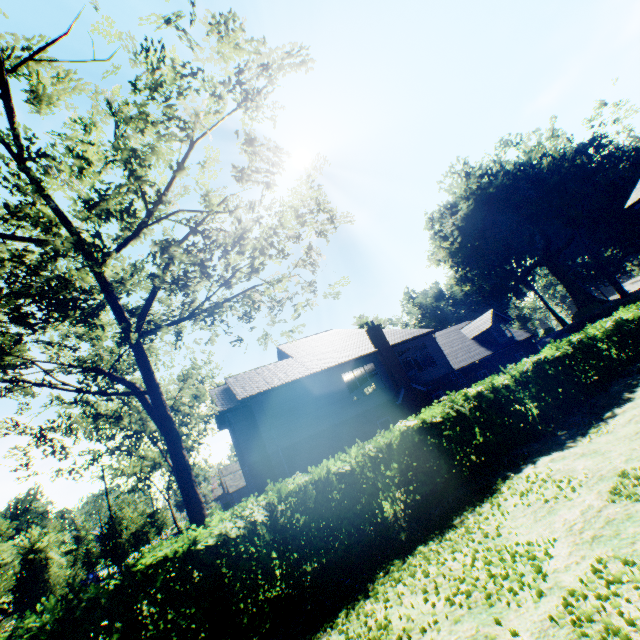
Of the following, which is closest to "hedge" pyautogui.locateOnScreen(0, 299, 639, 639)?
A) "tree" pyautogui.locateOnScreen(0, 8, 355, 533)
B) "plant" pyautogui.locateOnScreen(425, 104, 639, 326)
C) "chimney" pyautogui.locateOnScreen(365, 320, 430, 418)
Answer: "tree" pyautogui.locateOnScreen(0, 8, 355, 533)

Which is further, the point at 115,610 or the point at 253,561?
the point at 253,561

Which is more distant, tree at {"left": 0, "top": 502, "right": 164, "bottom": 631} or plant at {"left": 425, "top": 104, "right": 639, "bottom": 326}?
plant at {"left": 425, "top": 104, "right": 639, "bottom": 326}

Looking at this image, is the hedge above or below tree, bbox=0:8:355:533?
below

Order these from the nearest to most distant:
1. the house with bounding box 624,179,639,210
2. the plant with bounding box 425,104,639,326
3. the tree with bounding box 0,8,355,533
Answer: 1. the house with bounding box 624,179,639,210
2. the tree with bounding box 0,8,355,533
3. the plant with bounding box 425,104,639,326

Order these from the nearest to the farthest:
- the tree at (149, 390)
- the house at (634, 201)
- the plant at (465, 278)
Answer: the house at (634, 201) < the tree at (149, 390) < the plant at (465, 278)

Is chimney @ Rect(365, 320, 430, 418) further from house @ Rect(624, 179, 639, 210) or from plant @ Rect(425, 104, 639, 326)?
plant @ Rect(425, 104, 639, 326)

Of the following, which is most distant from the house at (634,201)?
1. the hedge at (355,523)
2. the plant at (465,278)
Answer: the plant at (465,278)
